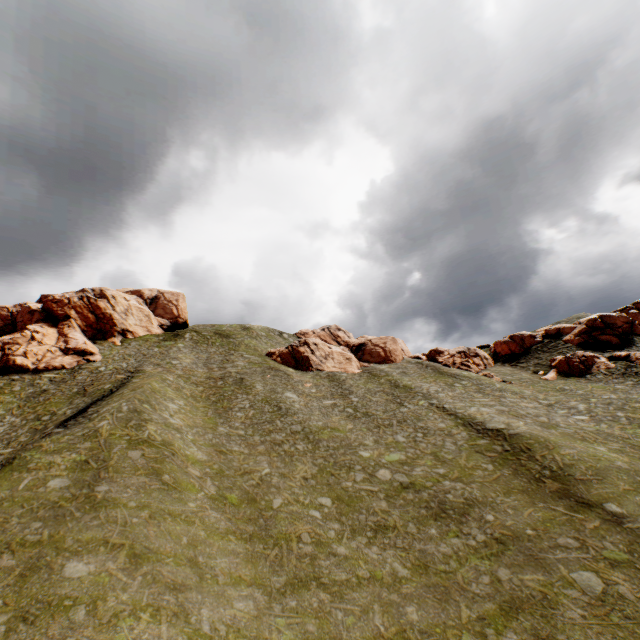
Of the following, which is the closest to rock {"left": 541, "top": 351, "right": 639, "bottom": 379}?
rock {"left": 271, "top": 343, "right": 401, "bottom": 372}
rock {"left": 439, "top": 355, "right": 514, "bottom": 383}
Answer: rock {"left": 439, "top": 355, "right": 514, "bottom": 383}

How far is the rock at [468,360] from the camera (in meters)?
49.86

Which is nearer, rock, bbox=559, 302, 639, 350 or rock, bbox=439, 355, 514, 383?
rock, bbox=439, 355, 514, 383

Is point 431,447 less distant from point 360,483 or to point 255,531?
point 360,483

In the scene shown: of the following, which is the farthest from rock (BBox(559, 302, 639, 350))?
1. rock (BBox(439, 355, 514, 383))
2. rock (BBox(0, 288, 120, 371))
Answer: rock (BBox(0, 288, 120, 371))

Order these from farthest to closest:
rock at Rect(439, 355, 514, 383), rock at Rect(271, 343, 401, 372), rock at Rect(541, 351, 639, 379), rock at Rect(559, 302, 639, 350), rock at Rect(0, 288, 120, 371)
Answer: rock at Rect(271, 343, 401, 372)
rock at Rect(559, 302, 639, 350)
rock at Rect(439, 355, 514, 383)
rock at Rect(0, 288, 120, 371)
rock at Rect(541, 351, 639, 379)

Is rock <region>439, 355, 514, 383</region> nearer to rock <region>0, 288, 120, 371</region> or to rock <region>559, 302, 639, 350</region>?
rock <region>559, 302, 639, 350</region>

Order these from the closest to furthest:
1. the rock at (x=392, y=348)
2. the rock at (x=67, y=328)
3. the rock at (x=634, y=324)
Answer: the rock at (x=67, y=328) < the rock at (x=634, y=324) < the rock at (x=392, y=348)
